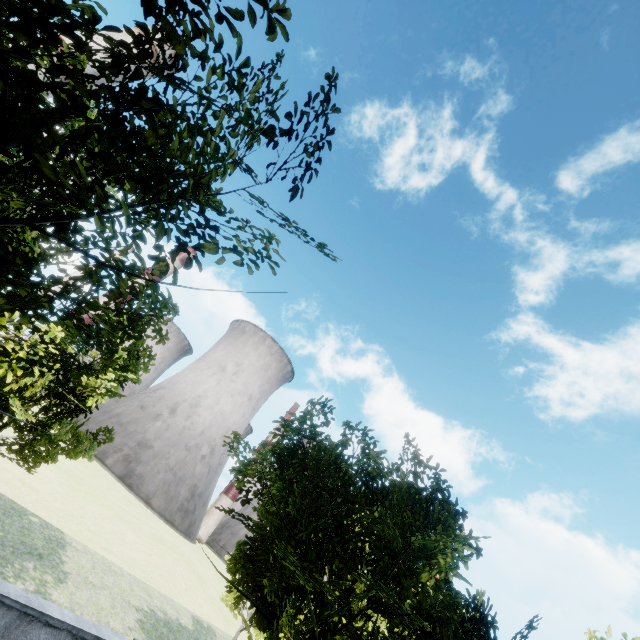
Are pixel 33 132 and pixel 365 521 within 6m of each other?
no

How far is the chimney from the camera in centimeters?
5609cm

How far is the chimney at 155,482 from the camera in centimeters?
5609cm
